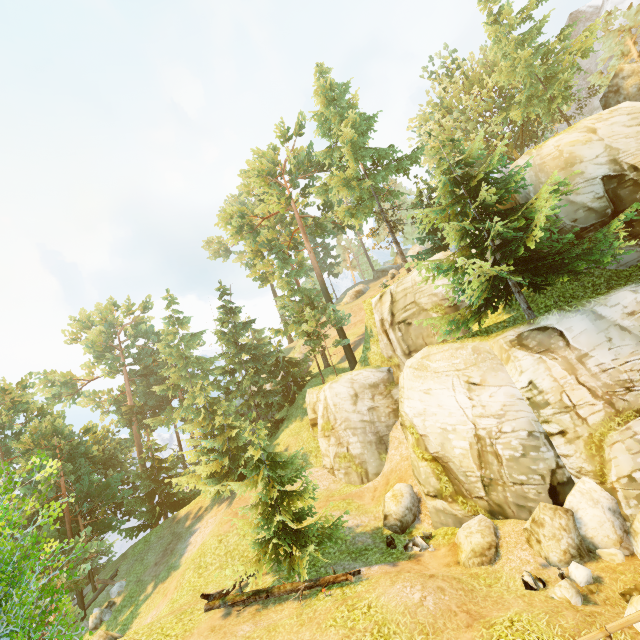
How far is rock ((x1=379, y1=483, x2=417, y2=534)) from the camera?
15.2 meters

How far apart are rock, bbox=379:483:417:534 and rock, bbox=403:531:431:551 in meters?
1.1

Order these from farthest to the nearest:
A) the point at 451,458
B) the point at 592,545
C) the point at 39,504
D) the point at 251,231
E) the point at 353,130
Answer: the point at 251,231 → the point at 39,504 → the point at 353,130 → the point at 451,458 → the point at 592,545

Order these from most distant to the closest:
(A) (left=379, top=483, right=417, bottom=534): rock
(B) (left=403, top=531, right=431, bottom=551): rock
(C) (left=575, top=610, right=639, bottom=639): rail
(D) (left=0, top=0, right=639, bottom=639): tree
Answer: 1. (A) (left=379, top=483, right=417, bottom=534): rock
2. (B) (left=403, top=531, right=431, bottom=551): rock
3. (D) (left=0, top=0, right=639, bottom=639): tree
4. (C) (left=575, top=610, right=639, bottom=639): rail

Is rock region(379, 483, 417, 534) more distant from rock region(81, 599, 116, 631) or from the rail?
rock region(81, 599, 116, 631)

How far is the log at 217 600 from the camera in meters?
11.4 m

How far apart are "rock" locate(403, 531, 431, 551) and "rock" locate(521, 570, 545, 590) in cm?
411

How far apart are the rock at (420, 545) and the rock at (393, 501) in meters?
1.1 m
